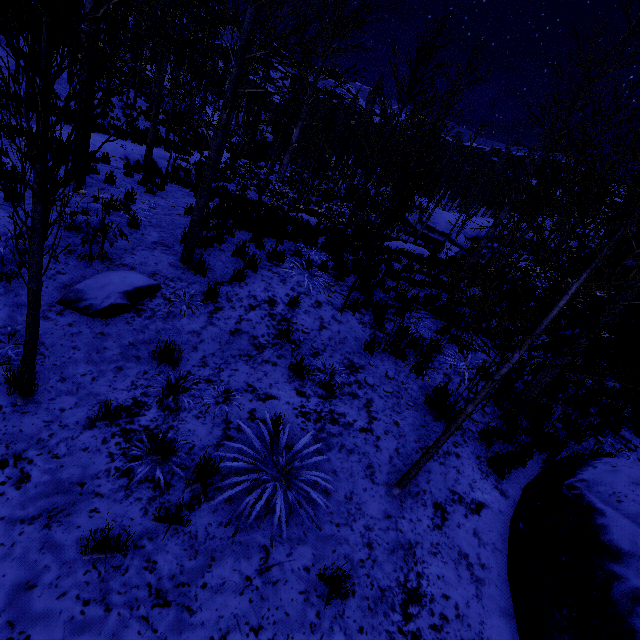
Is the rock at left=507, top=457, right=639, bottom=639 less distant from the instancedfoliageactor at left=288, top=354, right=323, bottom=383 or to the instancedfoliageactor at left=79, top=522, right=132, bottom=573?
the instancedfoliageactor at left=288, top=354, right=323, bottom=383

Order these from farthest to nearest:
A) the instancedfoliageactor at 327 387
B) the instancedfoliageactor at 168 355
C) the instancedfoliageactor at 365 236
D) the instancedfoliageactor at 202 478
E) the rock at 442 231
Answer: the rock at 442 231 → the instancedfoliageactor at 327 387 → the instancedfoliageactor at 168 355 → the instancedfoliageactor at 202 478 → the instancedfoliageactor at 365 236

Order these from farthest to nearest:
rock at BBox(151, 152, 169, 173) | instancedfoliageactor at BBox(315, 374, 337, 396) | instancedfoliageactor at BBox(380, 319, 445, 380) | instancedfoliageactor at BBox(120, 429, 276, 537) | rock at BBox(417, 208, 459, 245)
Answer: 1. rock at BBox(417, 208, 459, 245)
2. rock at BBox(151, 152, 169, 173)
3. instancedfoliageactor at BBox(380, 319, 445, 380)
4. instancedfoliageactor at BBox(315, 374, 337, 396)
5. instancedfoliageactor at BBox(120, 429, 276, 537)

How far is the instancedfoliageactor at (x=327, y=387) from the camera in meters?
4.9 m

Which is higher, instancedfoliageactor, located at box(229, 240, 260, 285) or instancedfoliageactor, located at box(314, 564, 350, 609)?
instancedfoliageactor, located at box(229, 240, 260, 285)

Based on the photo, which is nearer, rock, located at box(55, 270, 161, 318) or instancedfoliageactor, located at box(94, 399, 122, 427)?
instancedfoliageactor, located at box(94, 399, 122, 427)

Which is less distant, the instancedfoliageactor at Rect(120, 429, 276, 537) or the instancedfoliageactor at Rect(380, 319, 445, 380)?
the instancedfoliageactor at Rect(120, 429, 276, 537)

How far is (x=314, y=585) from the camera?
2.83m
